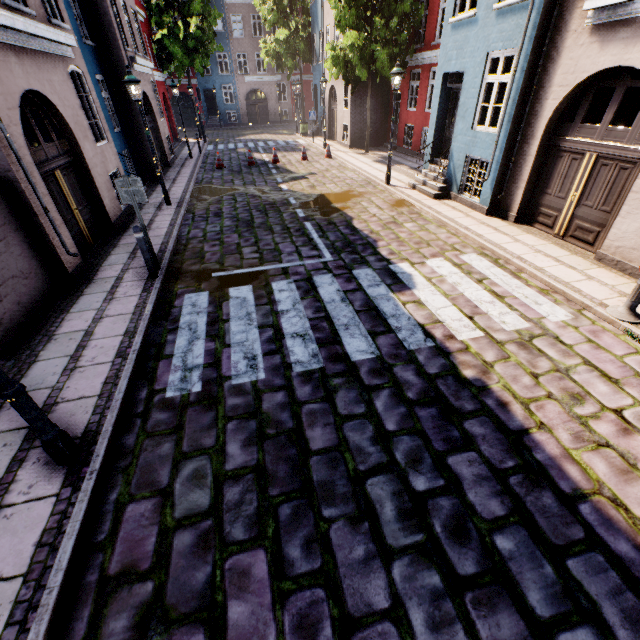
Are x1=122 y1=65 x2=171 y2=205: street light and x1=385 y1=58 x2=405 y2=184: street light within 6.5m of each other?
no

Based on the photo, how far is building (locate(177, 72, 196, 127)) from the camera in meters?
34.2

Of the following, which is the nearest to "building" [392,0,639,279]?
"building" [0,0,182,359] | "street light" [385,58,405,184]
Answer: "street light" [385,58,405,184]

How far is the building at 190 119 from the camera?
34.16m

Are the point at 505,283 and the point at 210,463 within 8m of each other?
yes

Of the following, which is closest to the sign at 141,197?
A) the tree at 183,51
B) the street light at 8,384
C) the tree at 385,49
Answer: the street light at 8,384

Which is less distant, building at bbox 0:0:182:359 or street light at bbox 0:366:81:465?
street light at bbox 0:366:81:465

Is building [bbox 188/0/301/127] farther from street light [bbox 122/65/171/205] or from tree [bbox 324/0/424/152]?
street light [bbox 122/65/171/205]
